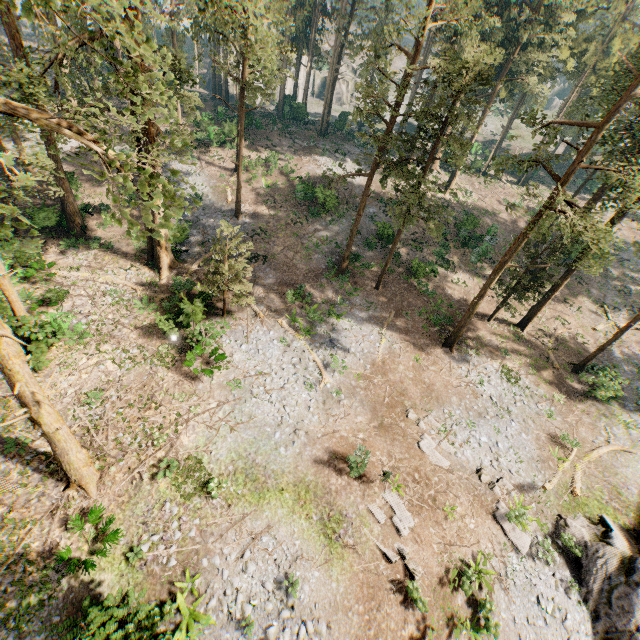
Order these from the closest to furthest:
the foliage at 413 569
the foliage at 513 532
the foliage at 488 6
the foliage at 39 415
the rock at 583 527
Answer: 1. the foliage at 488 6
2. the foliage at 39 415
3. the foliage at 413 569
4. the rock at 583 527
5. the foliage at 513 532

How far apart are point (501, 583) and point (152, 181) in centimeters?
2117cm

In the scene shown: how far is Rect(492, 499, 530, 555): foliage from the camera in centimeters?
1595cm

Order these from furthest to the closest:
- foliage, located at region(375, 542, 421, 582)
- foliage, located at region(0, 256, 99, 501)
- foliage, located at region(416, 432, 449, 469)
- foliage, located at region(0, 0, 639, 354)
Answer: foliage, located at region(416, 432, 449, 469), foliage, located at region(375, 542, 421, 582), foliage, located at region(0, 256, 99, 501), foliage, located at region(0, 0, 639, 354)

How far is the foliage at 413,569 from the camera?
13.85m

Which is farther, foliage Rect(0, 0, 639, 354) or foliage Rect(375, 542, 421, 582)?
foliage Rect(375, 542, 421, 582)
